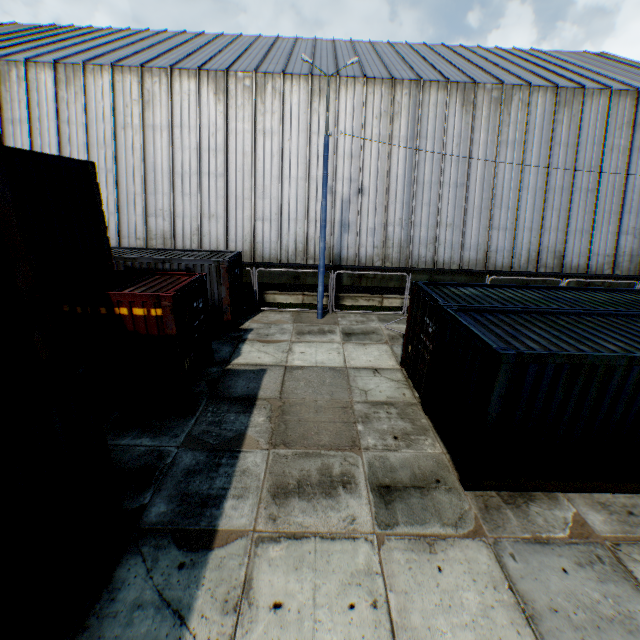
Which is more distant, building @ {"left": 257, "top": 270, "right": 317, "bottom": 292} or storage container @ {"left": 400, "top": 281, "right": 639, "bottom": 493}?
building @ {"left": 257, "top": 270, "right": 317, "bottom": 292}

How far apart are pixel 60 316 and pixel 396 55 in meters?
25.3 m

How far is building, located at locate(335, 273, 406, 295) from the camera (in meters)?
18.00

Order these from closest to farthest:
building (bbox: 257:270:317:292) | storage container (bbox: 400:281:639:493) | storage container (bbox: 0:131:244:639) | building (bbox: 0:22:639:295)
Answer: Result: storage container (bbox: 0:131:244:639) → storage container (bbox: 400:281:639:493) → building (bbox: 0:22:639:295) → building (bbox: 257:270:317:292)

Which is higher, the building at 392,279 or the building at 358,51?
the building at 358,51
